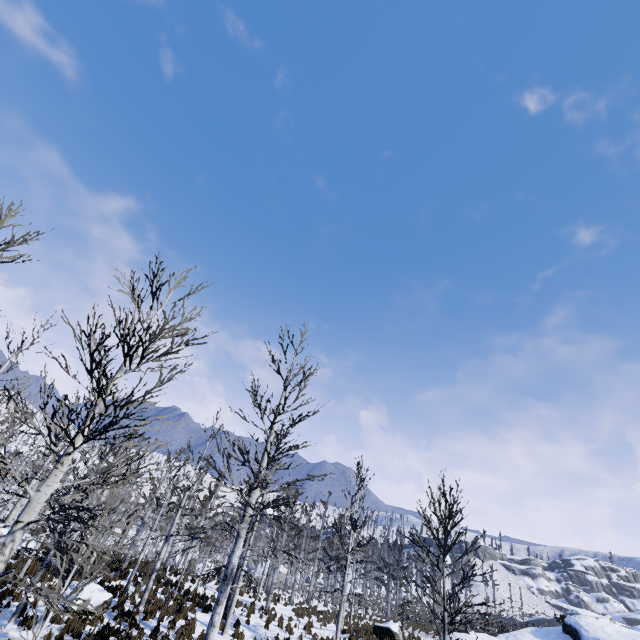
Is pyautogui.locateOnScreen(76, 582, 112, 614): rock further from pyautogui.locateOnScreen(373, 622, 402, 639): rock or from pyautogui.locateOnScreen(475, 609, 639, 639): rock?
pyautogui.locateOnScreen(373, 622, 402, 639): rock

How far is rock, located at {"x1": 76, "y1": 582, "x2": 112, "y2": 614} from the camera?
12.8m

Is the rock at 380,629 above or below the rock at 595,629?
below

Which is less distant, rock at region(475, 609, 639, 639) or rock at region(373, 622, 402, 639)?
rock at region(475, 609, 639, 639)

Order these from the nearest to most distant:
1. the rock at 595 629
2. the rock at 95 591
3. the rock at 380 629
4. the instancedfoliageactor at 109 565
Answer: the instancedfoliageactor at 109 565 < the rock at 95 591 < the rock at 595 629 < the rock at 380 629

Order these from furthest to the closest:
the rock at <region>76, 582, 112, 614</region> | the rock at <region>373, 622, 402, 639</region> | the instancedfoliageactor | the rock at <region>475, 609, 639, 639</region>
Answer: the rock at <region>373, 622, 402, 639</region>
the rock at <region>475, 609, 639, 639</region>
the rock at <region>76, 582, 112, 614</region>
the instancedfoliageactor

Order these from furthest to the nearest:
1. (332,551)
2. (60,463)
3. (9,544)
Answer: (332,551) < (60,463) < (9,544)

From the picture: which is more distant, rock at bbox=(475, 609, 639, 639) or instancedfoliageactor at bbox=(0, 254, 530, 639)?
rock at bbox=(475, 609, 639, 639)
